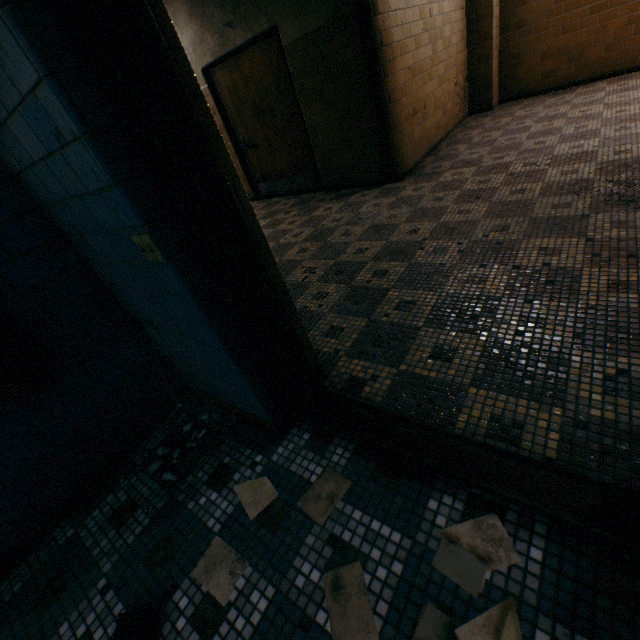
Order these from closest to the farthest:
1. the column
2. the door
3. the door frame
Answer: the door frame
the door
the column

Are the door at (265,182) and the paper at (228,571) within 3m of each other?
no

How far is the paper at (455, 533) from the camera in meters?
1.1 m

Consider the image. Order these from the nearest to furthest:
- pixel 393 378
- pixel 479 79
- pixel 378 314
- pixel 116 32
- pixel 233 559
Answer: pixel 116 32 → pixel 233 559 → pixel 393 378 → pixel 378 314 → pixel 479 79

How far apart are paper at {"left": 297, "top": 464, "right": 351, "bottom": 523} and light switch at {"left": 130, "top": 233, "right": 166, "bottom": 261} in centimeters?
123cm

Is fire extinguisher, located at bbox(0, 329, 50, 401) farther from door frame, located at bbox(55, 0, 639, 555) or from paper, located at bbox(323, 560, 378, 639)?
paper, located at bbox(323, 560, 378, 639)

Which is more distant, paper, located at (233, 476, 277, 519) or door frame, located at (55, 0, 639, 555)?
paper, located at (233, 476, 277, 519)

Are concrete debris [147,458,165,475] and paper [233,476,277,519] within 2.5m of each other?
yes
